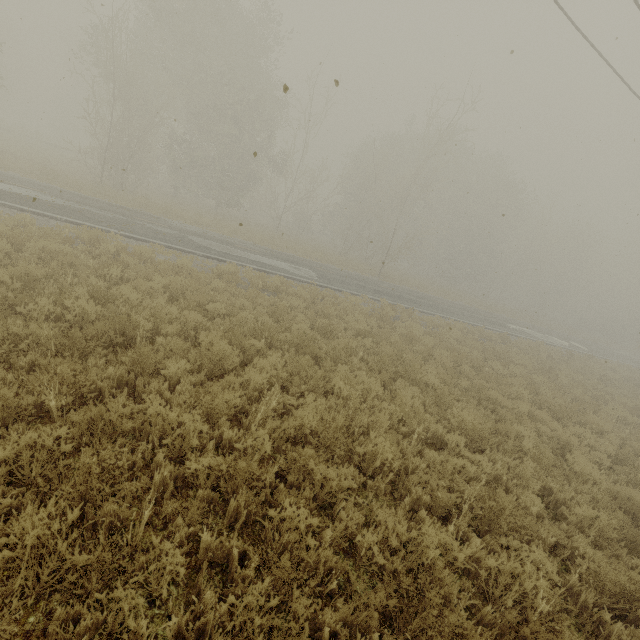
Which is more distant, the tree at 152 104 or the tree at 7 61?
the tree at 7 61

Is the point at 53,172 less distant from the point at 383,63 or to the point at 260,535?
the point at 383,63

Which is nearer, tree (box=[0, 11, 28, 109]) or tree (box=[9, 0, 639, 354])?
tree (box=[9, 0, 639, 354])
